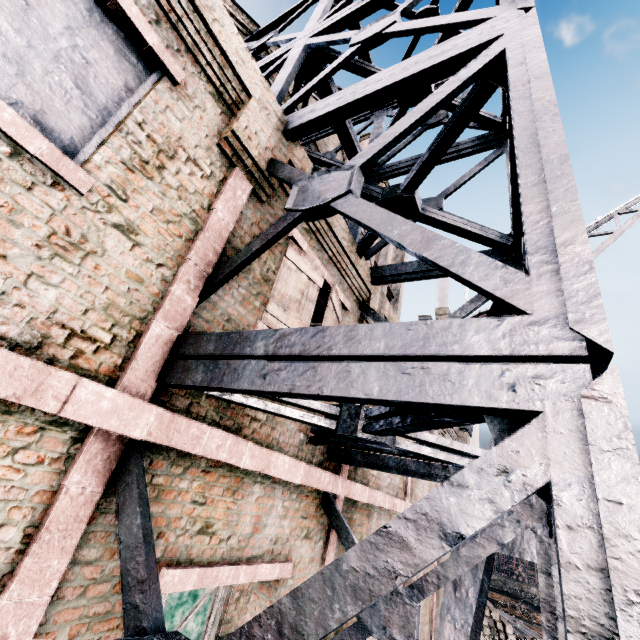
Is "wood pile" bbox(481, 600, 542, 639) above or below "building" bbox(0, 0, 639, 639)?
below

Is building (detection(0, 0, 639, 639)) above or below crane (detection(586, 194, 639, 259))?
below

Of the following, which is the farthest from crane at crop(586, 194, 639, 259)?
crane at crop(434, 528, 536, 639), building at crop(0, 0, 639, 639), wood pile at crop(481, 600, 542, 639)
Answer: wood pile at crop(481, 600, 542, 639)

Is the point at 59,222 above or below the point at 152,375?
above

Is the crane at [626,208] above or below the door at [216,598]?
above

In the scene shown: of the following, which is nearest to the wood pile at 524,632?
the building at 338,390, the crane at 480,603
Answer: the building at 338,390

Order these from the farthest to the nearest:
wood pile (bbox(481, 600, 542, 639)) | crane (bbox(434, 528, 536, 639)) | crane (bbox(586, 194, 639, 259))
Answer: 1. wood pile (bbox(481, 600, 542, 639))
2. crane (bbox(586, 194, 639, 259))
3. crane (bbox(434, 528, 536, 639))

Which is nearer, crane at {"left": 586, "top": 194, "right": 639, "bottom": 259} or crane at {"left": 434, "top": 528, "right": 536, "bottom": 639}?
crane at {"left": 434, "top": 528, "right": 536, "bottom": 639}
